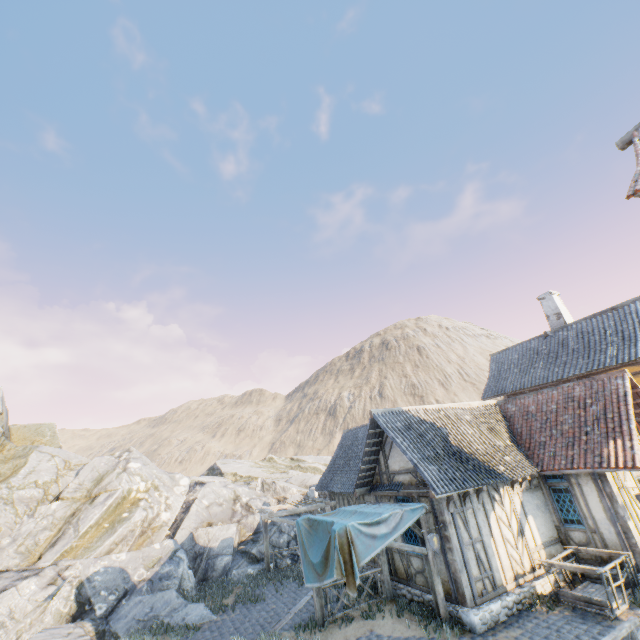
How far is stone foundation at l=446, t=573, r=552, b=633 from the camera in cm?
890

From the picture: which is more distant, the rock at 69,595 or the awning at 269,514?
the awning at 269,514

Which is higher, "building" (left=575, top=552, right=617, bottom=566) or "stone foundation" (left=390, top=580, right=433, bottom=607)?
"building" (left=575, top=552, right=617, bottom=566)

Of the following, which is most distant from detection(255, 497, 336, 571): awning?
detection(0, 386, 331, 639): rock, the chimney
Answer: the chimney

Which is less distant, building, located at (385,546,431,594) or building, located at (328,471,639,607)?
building, located at (328,471,639,607)

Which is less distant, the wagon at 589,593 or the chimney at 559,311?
the wagon at 589,593

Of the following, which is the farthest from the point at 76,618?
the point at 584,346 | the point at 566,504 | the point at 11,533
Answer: the point at 584,346

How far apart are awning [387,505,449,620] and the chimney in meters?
14.4 m
